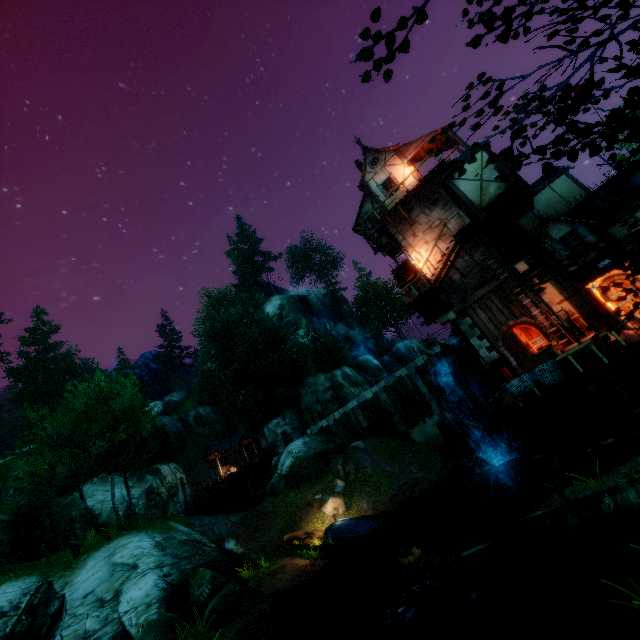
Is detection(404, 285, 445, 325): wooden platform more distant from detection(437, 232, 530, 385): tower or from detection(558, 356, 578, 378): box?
detection(558, 356, 578, 378): box

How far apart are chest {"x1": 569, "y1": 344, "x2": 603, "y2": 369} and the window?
3.9 meters

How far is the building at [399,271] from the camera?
21.4 meters

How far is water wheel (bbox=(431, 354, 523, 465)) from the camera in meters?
16.5

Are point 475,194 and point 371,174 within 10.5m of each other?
yes

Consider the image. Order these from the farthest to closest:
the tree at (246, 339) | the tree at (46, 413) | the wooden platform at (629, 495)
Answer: the tree at (246, 339), the tree at (46, 413), the wooden platform at (629, 495)

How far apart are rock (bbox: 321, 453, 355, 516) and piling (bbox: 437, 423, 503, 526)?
8.8m

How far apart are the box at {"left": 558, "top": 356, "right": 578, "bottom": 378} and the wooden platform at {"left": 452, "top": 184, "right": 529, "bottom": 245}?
6.87m
